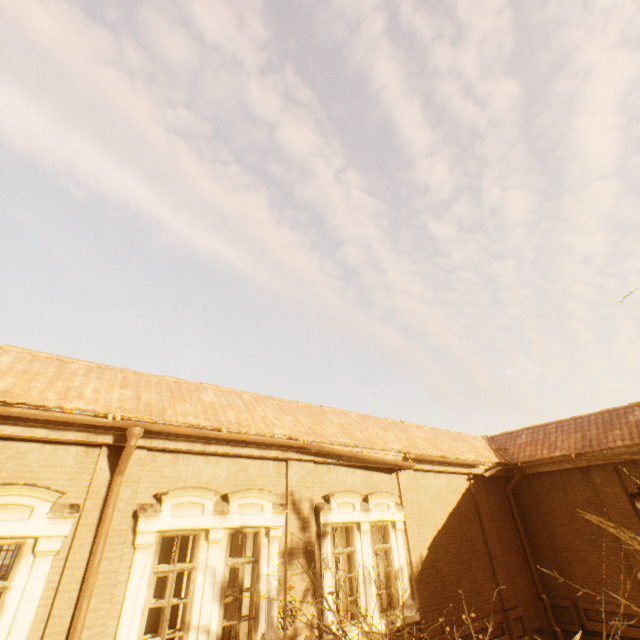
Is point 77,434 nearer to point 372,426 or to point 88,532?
point 88,532
